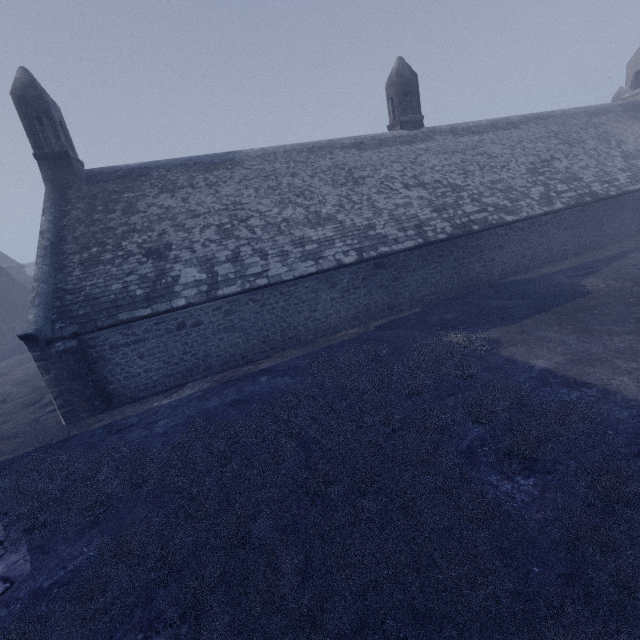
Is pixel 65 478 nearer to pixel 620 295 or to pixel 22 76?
pixel 22 76
